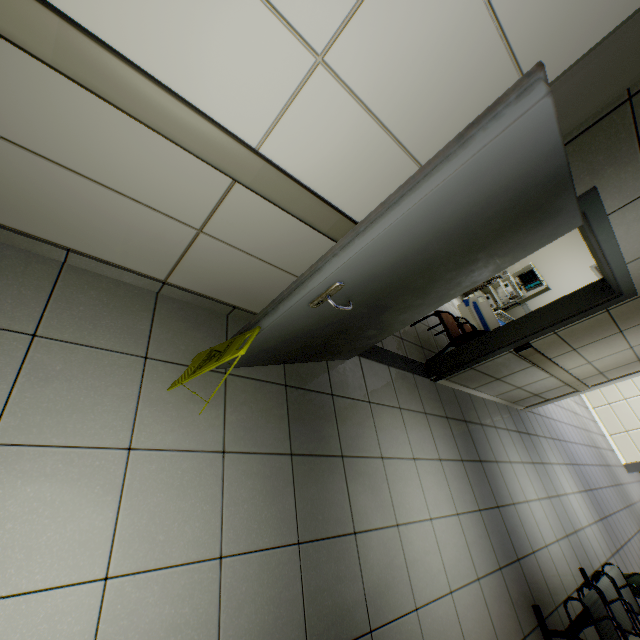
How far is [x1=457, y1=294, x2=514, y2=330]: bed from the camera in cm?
510

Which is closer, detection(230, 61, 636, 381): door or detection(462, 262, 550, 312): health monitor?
detection(230, 61, 636, 381): door

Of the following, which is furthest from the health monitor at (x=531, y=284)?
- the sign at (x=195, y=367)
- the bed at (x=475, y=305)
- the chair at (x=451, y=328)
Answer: the sign at (x=195, y=367)

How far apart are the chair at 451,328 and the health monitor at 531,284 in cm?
258

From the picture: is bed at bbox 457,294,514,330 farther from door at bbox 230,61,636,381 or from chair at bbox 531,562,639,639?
chair at bbox 531,562,639,639

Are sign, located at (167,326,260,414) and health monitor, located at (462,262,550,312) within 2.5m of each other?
no

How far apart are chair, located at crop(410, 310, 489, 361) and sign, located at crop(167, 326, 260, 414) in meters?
3.1 m

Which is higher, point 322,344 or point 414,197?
point 414,197
